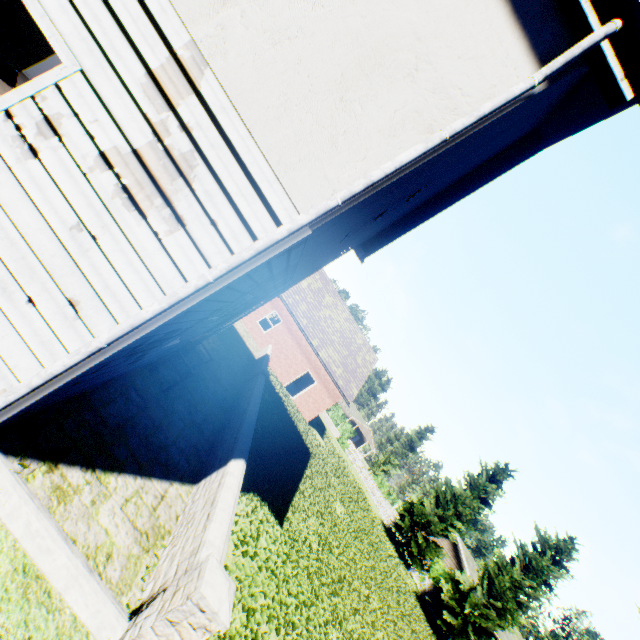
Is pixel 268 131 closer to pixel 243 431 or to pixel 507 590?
pixel 243 431

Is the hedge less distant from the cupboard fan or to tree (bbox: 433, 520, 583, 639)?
tree (bbox: 433, 520, 583, 639)

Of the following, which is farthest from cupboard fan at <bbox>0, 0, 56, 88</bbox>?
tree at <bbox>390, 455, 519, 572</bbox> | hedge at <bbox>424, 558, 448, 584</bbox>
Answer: hedge at <bbox>424, 558, 448, 584</bbox>

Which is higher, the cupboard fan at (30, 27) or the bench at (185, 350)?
the cupboard fan at (30, 27)

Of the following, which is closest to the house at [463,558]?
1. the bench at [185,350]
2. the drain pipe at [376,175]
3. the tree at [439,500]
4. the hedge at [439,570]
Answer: the hedge at [439,570]

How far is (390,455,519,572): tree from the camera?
26.2m

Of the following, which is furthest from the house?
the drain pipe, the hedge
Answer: the drain pipe

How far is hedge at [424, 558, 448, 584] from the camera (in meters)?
25.16
